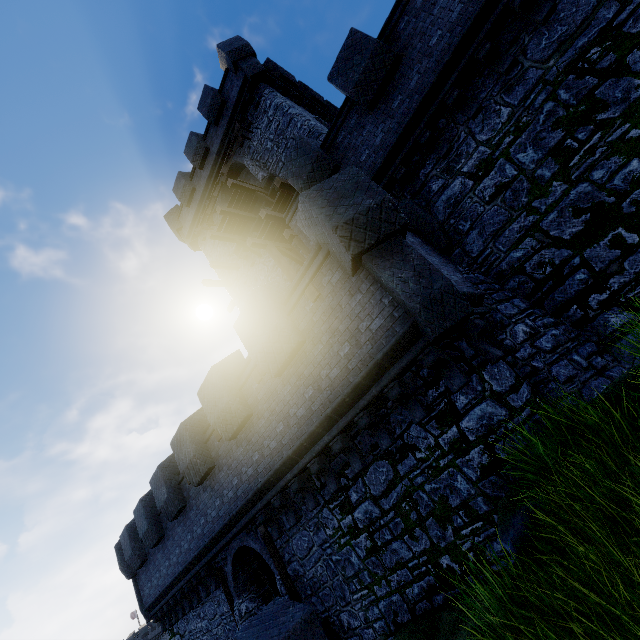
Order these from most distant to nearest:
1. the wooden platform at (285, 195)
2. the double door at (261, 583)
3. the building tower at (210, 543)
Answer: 1. the wooden platform at (285, 195)
2. the double door at (261, 583)
3. the building tower at (210, 543)

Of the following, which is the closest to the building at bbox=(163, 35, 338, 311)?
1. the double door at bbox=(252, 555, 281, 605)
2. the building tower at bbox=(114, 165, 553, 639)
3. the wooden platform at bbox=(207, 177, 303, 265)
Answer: the wooden platform at bbox=(207, 177, 303, 265)

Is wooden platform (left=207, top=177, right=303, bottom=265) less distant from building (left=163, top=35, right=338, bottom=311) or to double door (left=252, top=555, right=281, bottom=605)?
building (left=163, top=35, right=338, bottom=311)

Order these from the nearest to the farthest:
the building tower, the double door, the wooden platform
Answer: the building tower, the double door, the wooden platform

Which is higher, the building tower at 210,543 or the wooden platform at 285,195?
the wooden platform at 285,195

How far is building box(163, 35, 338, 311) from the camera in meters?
15.1 m

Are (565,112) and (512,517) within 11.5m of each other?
yes

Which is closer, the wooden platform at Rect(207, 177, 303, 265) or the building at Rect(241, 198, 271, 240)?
the wooden platform at Rect(207, 177, 303, 265)
